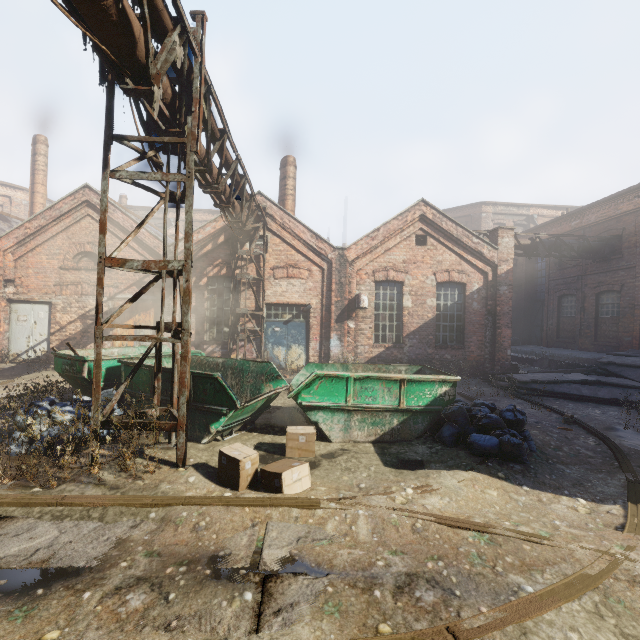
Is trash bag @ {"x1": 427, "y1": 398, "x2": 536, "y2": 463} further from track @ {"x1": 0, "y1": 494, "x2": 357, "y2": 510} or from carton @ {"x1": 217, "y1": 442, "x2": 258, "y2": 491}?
carton @ {"x1": 217, "y1": 442, "x2": 258, "y2": 491}

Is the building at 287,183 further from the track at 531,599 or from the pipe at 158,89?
the track at 531,599

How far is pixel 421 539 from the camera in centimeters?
356cm

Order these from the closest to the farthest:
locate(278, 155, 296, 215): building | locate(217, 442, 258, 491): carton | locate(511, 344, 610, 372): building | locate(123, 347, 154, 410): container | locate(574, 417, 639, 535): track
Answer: locate(574, 417, 639, 535): track → locate(217, 442, 258, 491): carton → locate(123, 347, 154, 410): container → locate(511, 344, 610, 372): building → locate(278, 155, 296, 215): building

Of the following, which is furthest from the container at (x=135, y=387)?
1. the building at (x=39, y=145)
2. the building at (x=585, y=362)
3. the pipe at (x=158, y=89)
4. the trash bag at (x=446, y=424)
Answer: the building at (x=39, y=145)

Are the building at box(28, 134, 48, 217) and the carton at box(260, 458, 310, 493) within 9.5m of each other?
no

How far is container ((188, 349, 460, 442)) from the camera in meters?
6.1 m

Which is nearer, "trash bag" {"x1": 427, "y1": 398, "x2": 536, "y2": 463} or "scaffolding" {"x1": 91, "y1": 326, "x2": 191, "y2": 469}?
"scaffolding" {"x1": 91, "y1": 326, "x2": 191, "y2": 469}
